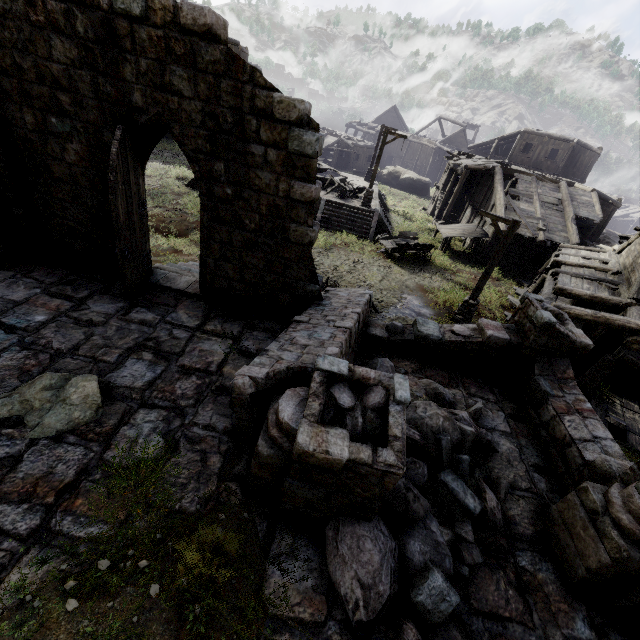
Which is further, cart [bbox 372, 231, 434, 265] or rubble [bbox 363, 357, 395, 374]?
cart [bbox 372, 231, 434, 265]

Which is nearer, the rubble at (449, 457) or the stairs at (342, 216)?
the rubble at (449, 457)

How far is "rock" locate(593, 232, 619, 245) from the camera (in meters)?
31.05

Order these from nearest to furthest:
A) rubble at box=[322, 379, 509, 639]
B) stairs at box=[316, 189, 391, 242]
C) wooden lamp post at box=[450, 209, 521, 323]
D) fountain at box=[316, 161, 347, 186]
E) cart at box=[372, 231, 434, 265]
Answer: rubble at box=[322, 379, 509, 639]
wooden lamp post at box=[450, 209, 521, 323]
cart at box=[372, 231, 434, 265]
stairs at box=[316, 189, 391, 242]
fountain at box=[316, 161, 347, 186]

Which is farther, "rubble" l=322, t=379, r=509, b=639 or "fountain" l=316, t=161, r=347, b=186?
"fountain" l=316, t=161, r=347, b=186

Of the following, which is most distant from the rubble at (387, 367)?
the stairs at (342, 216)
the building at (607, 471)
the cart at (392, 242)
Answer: the stairs at (342, 216)

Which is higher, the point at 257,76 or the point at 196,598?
the point at 257,76

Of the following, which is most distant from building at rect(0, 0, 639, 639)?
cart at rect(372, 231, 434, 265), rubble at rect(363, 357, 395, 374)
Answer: Answer: cart at rect(372, 231, 434, 265)
